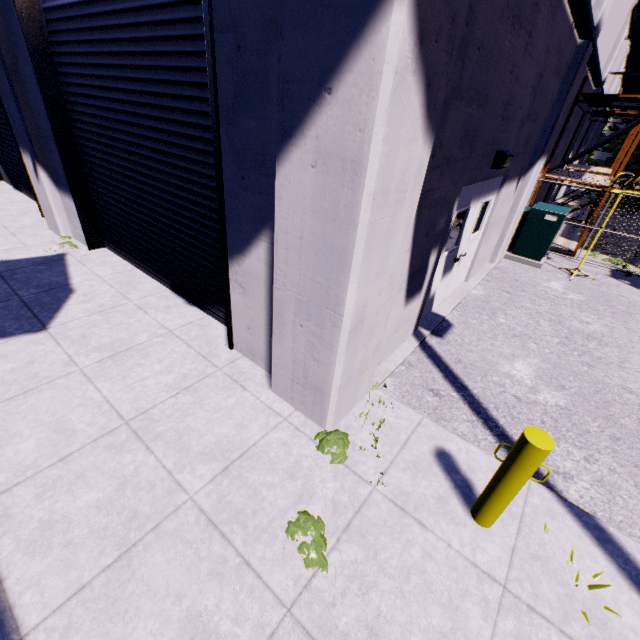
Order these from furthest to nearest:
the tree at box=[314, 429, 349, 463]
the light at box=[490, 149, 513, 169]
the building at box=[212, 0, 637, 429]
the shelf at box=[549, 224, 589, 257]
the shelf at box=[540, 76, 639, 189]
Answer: the shelf at box=[549, 224, 589, 257], the shelf at box=[540, 76, 639, 189], the light at box=[490, 149, 513, 169], the tree at box=[314, 429, 349, 463], the building at box=[212, 0, 637, 429]

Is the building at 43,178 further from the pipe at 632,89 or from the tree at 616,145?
the tree at 616,145

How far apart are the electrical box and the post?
8.7m

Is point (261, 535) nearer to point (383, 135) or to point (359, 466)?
point (359, 466)

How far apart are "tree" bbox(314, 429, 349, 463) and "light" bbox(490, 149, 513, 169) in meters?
4.9

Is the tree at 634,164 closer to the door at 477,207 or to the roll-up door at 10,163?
the door at 477,207

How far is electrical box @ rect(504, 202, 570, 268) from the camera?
9.0m

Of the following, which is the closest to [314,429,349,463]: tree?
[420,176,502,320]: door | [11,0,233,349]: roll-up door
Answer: [11,0,233,349]: roll-up door
